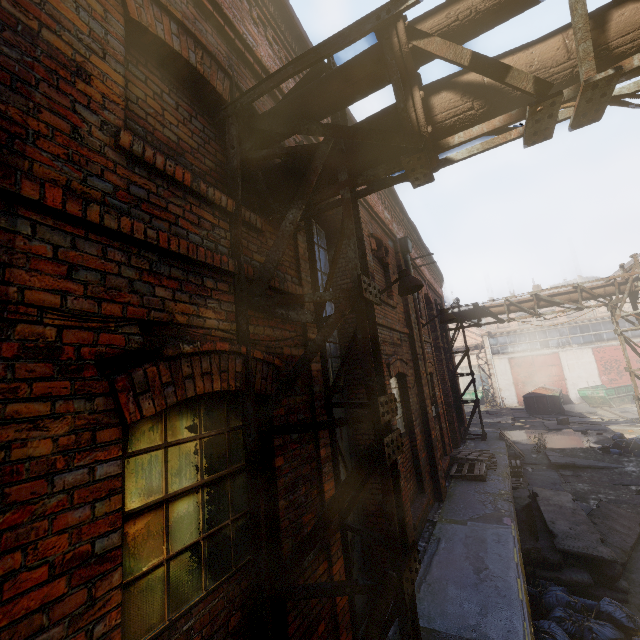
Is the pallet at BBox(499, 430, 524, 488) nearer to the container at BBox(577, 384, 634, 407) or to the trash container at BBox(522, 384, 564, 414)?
the trash container at BBox(522, 384, 564, 414)

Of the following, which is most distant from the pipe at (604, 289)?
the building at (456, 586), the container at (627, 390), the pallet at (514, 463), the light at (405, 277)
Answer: the container at (627, 390)

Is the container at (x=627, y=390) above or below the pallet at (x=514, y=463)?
above

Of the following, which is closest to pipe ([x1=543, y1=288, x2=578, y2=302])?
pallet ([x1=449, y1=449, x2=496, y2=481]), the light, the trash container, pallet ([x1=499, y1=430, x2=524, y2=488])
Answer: the light

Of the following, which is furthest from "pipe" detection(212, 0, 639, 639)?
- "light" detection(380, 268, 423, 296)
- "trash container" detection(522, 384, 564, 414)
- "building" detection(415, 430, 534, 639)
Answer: "trash container" detection(522, 384, 564, 414)

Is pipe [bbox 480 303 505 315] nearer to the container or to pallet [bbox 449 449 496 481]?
pallet [bbox 449 449 496 481]

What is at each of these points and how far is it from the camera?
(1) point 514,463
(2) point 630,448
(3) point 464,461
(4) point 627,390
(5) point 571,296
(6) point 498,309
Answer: (1) pallet, 11.1m
(2) trash bag, 11.5m
(3) pallet, 9.6m
(4) container, 22.8m
(5) pipe, 12.0m
(6) pipe, 13.1m

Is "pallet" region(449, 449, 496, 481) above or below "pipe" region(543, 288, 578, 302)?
below
